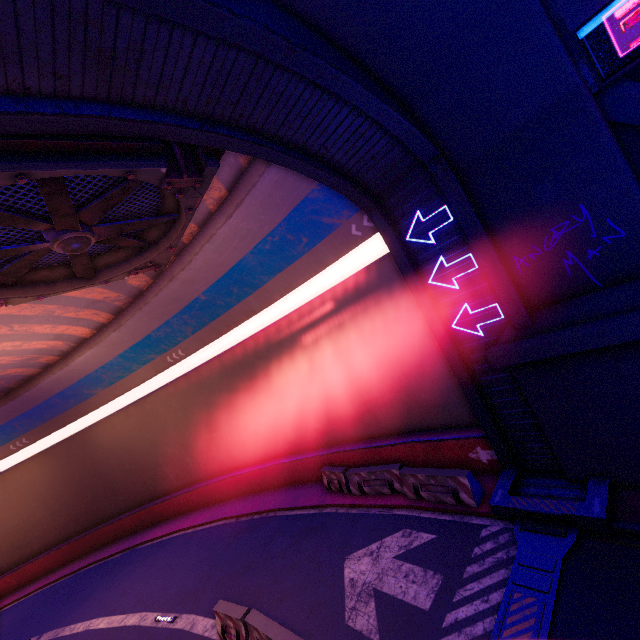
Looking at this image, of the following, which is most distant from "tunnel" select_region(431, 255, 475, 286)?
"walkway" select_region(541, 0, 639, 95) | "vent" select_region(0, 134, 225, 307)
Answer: "walkway" select_region(541, 0, 639, 95)

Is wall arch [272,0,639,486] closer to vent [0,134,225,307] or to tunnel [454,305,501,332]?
tunnel [454,305,501,332]

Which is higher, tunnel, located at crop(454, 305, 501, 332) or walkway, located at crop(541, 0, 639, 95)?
walkway, located at crop(541, 0, 639, 95)

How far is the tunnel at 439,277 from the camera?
8.4 meters

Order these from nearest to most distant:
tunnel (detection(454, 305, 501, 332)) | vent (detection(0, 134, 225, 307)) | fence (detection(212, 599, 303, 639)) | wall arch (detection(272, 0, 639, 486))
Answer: vent (detection(0, 134, 225, 307))
wall arch (detection(272, 0, 639, 486))
fence (detection(212, 599, 303, 639))
tunnel (detection(454, 305, 501, 332))

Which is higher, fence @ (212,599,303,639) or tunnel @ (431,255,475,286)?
tunnel @ (431,255,475,286)

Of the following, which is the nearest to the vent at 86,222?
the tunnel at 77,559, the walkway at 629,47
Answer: the tunnel at 77,559

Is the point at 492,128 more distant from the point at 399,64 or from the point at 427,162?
the point at 399,64
